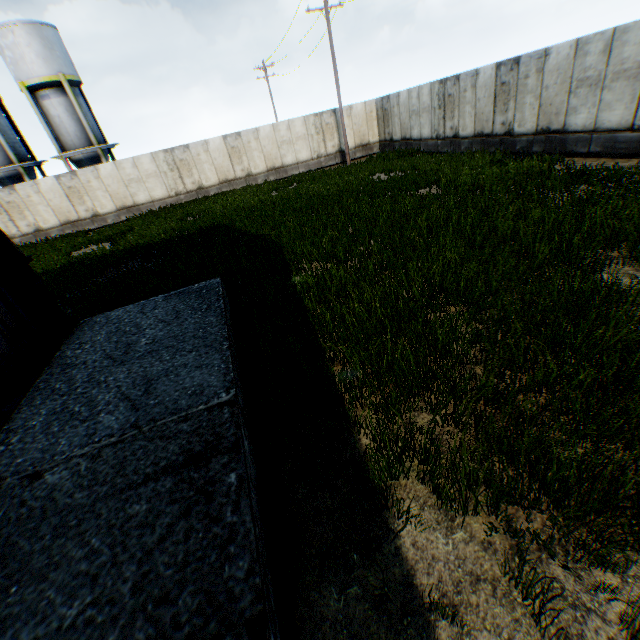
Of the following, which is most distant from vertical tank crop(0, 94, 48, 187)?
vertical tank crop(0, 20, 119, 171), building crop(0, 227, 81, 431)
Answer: building crop(0, 227, 81, 431)

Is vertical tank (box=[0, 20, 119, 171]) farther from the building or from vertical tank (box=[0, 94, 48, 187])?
the building

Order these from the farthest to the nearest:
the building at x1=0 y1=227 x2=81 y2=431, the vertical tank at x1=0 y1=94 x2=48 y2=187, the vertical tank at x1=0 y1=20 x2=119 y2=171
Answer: the vertical tank at x1=0 y1=94 x2=48 y2=187 → the vertical tank at x1=0 y1=20 x2=119 y2=171 → the building at x1=0 y1=227 x2=81 y2=431

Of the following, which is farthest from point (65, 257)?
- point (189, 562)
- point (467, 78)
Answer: point (467, 78)

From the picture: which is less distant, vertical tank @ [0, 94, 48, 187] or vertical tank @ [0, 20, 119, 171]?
vertical tank @ [0, 20, 119, 171]

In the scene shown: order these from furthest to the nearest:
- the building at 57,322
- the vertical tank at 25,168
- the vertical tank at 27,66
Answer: the vertical tank at 25,168 < the vertical tank at 27,66 < the building at 57,322

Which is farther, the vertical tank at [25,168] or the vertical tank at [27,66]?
the vertical tank at [25,168]
